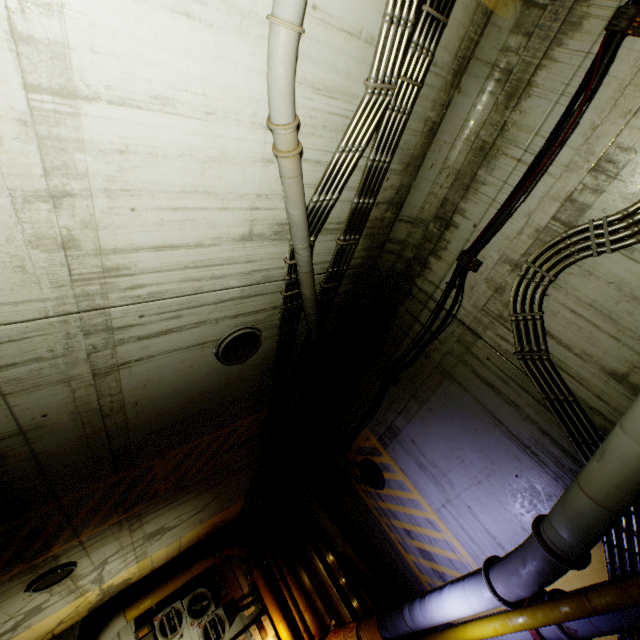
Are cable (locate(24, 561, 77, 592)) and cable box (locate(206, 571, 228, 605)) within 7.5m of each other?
yes

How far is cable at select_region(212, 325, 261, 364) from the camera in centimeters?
503cm

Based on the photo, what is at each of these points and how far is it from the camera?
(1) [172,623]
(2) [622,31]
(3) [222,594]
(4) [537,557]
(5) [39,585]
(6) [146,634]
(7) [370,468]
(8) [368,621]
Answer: (1) air conditioner, 9.86m
(2) cable, 3.42m
(3) cable box, 10.80m
(4) pipe, 4.20m
(5) cable, 6.68m
(6) cable box, 9.64m
(7) cable, 8.29m
(8) cloth, 7.92m

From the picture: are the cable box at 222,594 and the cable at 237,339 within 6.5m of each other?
no

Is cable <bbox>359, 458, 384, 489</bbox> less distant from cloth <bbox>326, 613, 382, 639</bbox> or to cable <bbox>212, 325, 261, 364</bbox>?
cloth <bbox>326, 613, 382, 639</bbox>

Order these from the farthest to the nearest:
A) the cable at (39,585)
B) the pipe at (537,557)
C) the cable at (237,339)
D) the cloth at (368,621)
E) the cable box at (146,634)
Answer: the cable box at (146,634) → the cloth at (368,621) → the cable at (39,585) → the cable at (237,339) → the pipe at (537,557)

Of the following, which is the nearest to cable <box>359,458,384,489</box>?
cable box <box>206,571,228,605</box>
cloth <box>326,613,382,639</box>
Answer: cloth <box>326,613,382,639</box>

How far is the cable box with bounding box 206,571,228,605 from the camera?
10.7 meters
